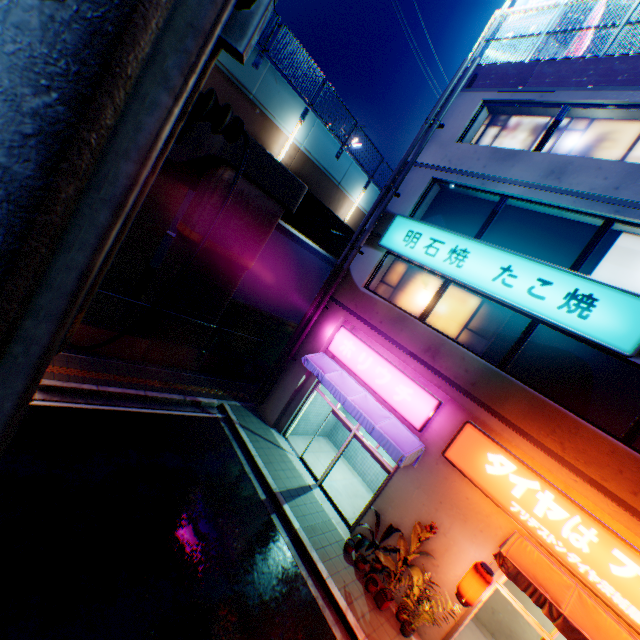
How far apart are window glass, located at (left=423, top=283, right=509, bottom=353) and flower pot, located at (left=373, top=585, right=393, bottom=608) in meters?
6.7

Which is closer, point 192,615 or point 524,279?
point 192,615

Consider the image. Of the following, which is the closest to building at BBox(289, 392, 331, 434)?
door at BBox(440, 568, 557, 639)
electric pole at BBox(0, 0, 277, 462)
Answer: door at BBox(440, 568, 557, 639)

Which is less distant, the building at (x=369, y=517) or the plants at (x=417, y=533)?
the plants at (x=417, y=533)

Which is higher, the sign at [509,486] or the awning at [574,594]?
the sign at [509,486]

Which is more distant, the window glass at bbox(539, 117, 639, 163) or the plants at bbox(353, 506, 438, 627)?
the window glass at bbox(539, 117, 639, 163)

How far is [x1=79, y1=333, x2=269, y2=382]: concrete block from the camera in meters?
11.3 m

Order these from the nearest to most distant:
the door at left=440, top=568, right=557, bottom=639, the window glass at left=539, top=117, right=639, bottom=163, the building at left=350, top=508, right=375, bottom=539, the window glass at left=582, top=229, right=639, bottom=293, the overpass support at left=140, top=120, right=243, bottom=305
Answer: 1. the door at left=440, top=568, right=557, bottom=639
2. the window glass at left=582, top=229, right=639, bottom=293
3. the window glass at left=539, top=117, right=639, bottom=163
4. the building at left=350, top=508, right=375, bottom=539
5. the overpass support at left=140, top=120, right=243, bottom=305
